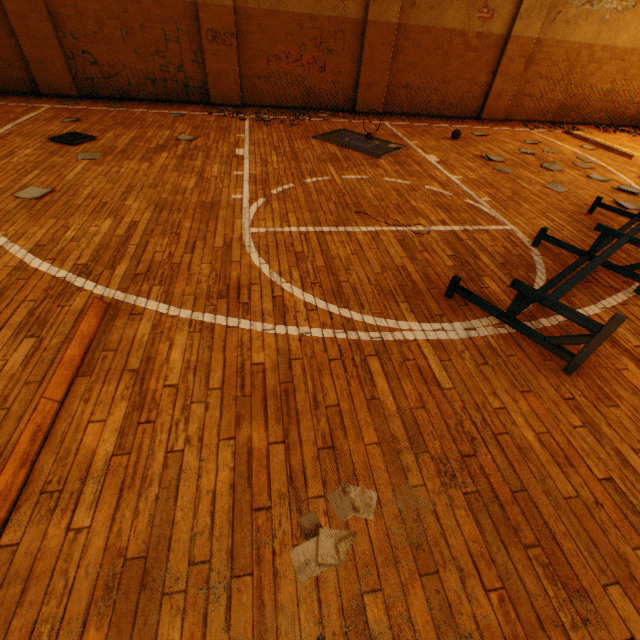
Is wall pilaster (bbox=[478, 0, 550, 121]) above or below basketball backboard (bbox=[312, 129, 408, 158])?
above

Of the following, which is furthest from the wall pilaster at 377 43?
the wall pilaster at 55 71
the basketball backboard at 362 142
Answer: the wall pilaster at 55 71

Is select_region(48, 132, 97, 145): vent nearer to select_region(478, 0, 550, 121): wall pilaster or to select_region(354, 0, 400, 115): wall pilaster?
select_region(354, 0, 400, 115): wall pilaster

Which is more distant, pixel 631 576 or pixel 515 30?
pixel 515 30

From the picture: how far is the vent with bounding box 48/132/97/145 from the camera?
5.6 meters

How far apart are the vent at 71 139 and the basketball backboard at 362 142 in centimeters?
425cm

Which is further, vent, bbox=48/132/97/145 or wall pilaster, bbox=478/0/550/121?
wall pilaster, bbox=478/0/550/121

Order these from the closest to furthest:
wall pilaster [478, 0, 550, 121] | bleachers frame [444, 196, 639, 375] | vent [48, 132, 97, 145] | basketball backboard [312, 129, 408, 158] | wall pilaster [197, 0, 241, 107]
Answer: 1. bleachers frame [444, 196, 639, 375]
2. vent [48, 132, 97, 145]
3. basketball backboard [312, 129, 408, 158]
4. wall pilaster [197, 0, 241, 107]
5. wall pilaster [478, 0, 550, 121]
